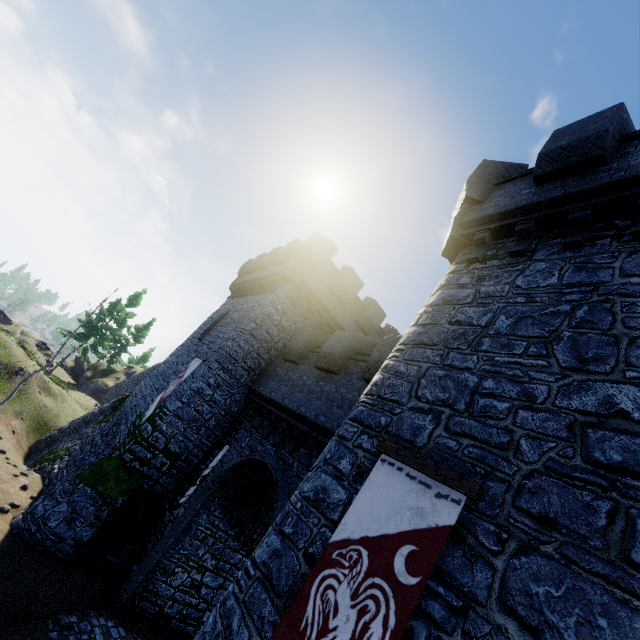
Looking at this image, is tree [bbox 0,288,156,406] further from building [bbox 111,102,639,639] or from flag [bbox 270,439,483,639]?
flag [bbox 270,439,483,639]

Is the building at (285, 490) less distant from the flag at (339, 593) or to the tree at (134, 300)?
the flag at (339, 593)

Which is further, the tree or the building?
the tree

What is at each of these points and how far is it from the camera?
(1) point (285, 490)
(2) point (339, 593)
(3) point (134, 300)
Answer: (1) building, 9.9 meters
(2) flag, 4.1 meters
(3) tree, 37.0 meters

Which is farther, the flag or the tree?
the tree

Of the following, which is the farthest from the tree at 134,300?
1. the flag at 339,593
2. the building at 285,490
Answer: the flag at 339,593

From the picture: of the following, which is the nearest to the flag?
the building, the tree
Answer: the building
